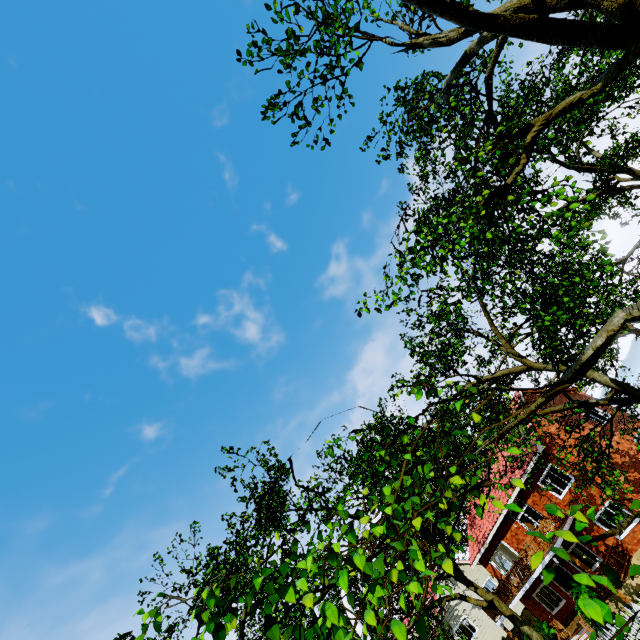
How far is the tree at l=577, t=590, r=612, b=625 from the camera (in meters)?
1.79

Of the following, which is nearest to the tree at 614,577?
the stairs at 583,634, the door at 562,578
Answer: the stairs at 583,634

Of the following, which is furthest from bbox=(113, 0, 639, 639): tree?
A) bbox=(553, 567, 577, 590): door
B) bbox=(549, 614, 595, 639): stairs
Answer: bbox=(553, 567, 577, 590): door

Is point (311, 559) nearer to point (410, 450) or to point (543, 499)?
point (410, 450)

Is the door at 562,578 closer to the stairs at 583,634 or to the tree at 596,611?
the stairs at 583,634

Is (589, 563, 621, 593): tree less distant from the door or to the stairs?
the stairs
